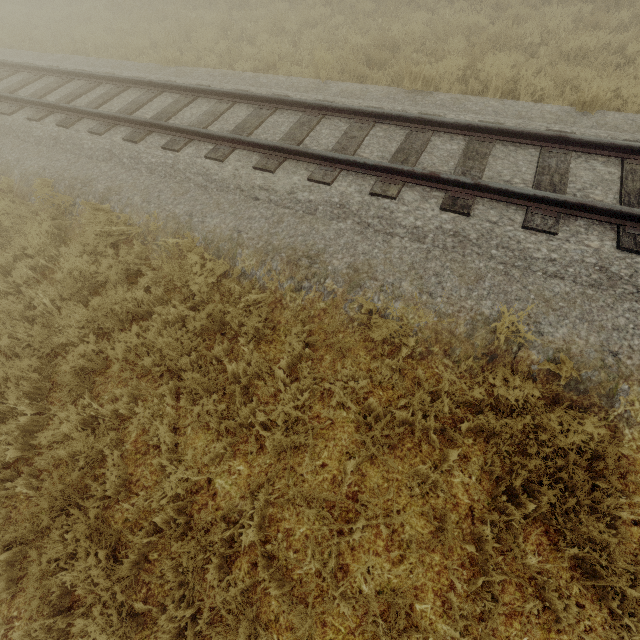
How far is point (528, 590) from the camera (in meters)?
2.87
